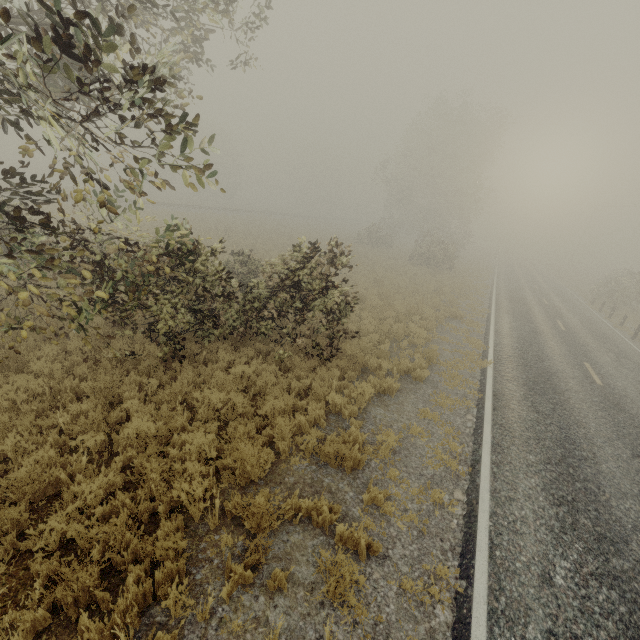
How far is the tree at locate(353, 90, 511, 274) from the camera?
34.66m

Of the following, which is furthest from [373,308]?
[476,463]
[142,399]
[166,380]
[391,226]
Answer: [391,226]

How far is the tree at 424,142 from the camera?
34.66m

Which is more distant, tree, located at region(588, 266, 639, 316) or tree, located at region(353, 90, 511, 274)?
tree, located at region(353, 90, 511, 274)

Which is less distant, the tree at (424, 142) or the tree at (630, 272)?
the tree at (630, 272)
